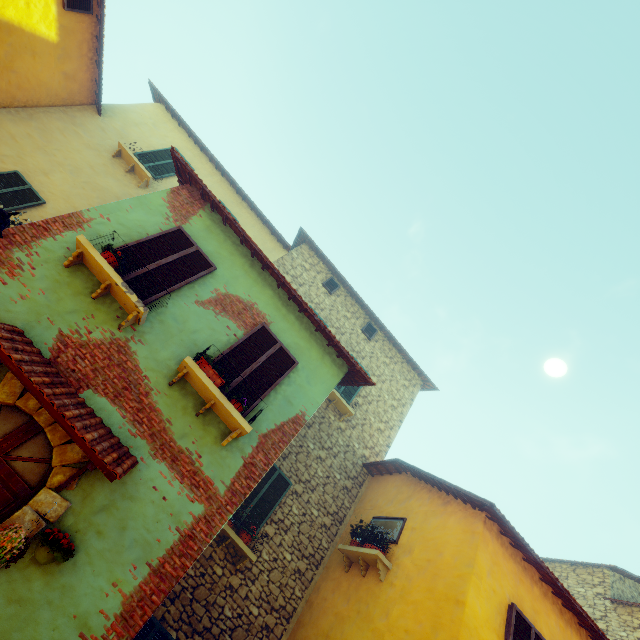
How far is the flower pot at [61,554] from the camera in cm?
354

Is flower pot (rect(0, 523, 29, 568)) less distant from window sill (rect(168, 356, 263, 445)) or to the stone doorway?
the stone doorway

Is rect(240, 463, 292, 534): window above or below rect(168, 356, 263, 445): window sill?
above

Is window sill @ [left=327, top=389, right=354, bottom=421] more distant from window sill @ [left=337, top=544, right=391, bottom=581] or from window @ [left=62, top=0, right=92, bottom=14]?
window @ [left=62, top=0, right=92, bottom=14]

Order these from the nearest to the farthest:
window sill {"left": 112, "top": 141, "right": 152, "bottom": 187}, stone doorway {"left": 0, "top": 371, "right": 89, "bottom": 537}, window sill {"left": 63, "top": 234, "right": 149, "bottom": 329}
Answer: stone doorway {"left": 0, "top": 371, "right": 89, "bottom": 537} < window sill {"left": 63, "top": 234, "right": 149, "bottom": 329} < window sill {"left": 112, "top": 141, "right": 152, "bottom": 187}

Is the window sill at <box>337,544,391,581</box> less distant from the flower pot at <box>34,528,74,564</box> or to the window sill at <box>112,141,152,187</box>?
the flower pot at <box>34,528,74,564</box>

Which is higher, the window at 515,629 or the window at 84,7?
the window at 84,7

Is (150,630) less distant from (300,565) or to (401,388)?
(300,565)
